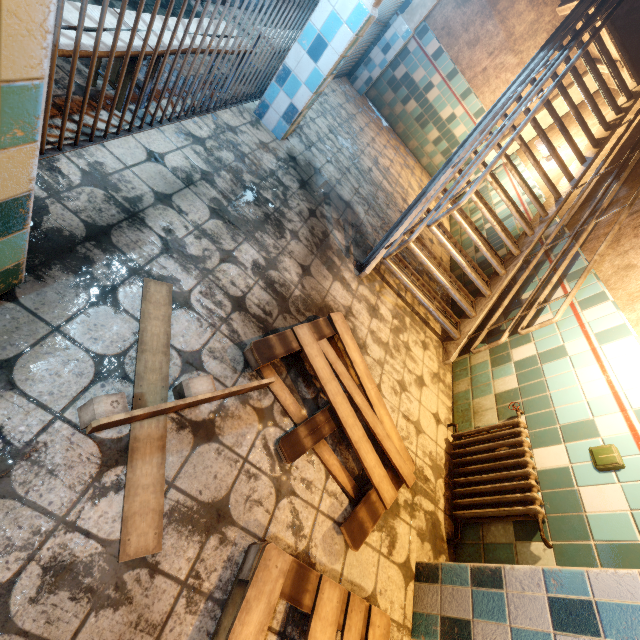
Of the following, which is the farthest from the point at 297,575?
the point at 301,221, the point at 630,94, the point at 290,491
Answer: the point at 630,94

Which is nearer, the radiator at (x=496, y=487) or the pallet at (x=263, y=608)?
the pallet at (x=263, y=608)

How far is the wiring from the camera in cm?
189

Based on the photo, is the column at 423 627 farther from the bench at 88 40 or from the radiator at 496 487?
the bench at 88 40

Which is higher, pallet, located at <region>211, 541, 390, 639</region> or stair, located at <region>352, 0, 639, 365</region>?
stair, located at <region>352, 0, 639, 365</region>

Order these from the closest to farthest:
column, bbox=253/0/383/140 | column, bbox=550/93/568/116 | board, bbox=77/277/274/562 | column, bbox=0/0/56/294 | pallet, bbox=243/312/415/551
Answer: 1. column, bbox=0/0/56/294
2. board, bbox=77/277/274/562
3. pallet, bbox=243/312/415/551
4. column, bbox=253/0/383/140
5. column, bbox=550/93/568/116

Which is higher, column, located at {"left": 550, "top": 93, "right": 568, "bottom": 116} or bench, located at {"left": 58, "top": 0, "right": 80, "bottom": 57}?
column, located at {"left": 550, "top": 93, "right": 568, "bottom": 116}

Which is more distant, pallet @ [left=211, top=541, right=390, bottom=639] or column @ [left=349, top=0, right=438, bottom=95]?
column @ [left=349, top=0, right=438, bottom=95]
